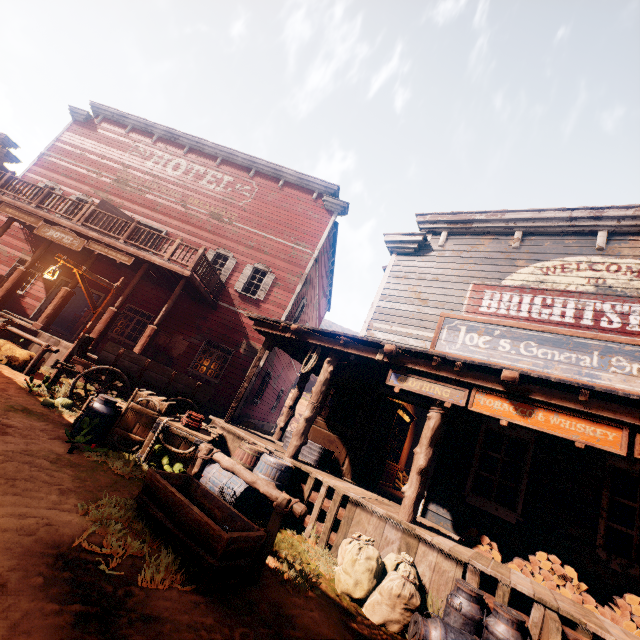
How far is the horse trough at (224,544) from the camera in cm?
304

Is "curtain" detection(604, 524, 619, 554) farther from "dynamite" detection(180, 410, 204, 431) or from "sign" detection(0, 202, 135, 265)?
"sign" detection(0, 202, 135, 265)

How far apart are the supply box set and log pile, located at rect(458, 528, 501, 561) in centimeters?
170cm

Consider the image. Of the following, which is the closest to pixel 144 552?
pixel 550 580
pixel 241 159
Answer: pixel 550 580

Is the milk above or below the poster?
below

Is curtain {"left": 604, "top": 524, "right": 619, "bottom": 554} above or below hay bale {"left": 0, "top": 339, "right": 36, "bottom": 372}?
above

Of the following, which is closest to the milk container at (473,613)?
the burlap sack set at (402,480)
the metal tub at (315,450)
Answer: the metal tub at (315,450)

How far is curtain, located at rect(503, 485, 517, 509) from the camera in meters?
6.1
